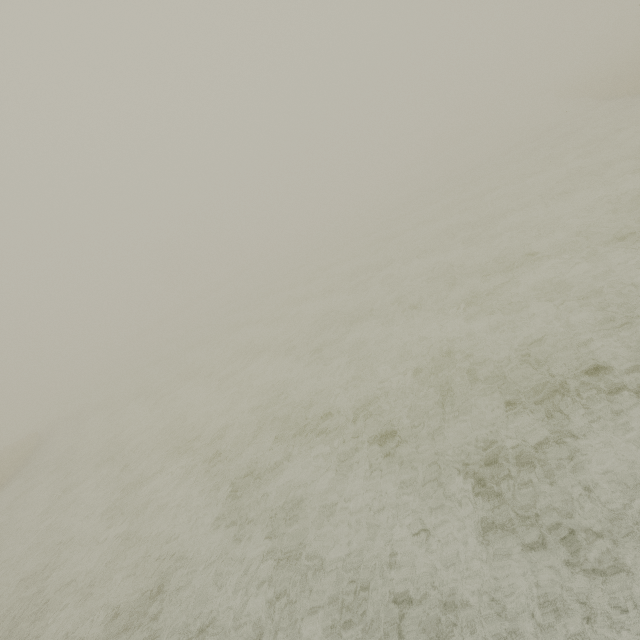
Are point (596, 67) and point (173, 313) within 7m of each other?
no
